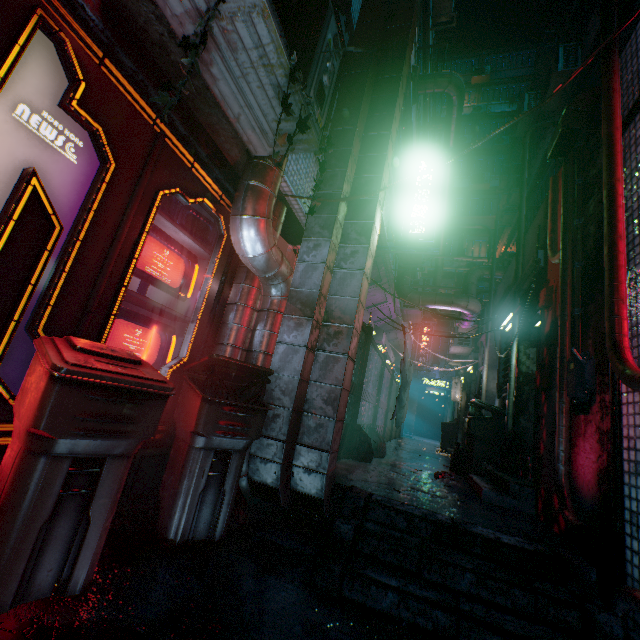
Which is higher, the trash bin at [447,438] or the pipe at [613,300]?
the pipe at [613,300]

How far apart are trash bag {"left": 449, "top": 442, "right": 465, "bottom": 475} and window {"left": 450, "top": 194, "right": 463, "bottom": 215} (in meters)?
18.42

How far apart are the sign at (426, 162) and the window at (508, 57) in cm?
2604

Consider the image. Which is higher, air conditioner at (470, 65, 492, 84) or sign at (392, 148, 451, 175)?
air conditioner at (470, 65, 492, 84)

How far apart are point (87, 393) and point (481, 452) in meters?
5.0

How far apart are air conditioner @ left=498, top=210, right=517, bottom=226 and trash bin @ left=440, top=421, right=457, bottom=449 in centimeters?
879cm

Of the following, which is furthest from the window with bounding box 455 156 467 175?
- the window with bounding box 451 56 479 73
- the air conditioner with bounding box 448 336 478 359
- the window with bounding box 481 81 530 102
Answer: the air conditioner with bounding box 448 336 478 359

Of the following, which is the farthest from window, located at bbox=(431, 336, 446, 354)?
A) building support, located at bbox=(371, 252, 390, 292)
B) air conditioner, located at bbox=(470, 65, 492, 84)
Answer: air conditioner, located at bbox=(470, 65, 492, 84)
